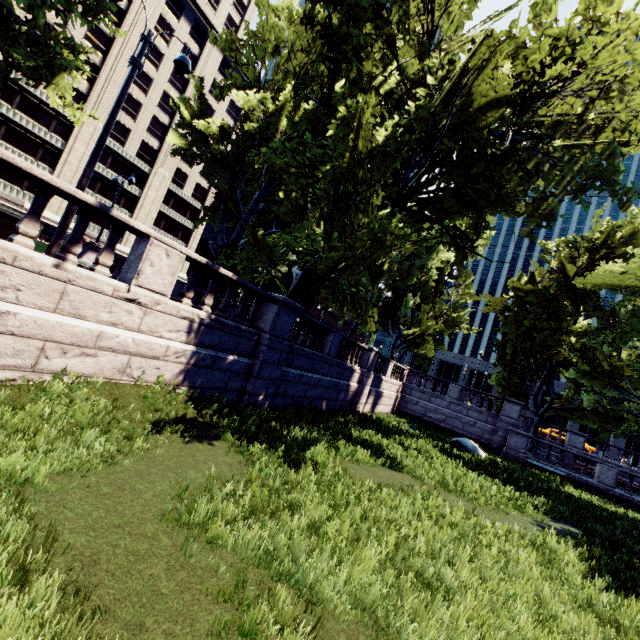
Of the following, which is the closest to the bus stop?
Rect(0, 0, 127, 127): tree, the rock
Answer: Rect(0, 0, 127, 127): tree

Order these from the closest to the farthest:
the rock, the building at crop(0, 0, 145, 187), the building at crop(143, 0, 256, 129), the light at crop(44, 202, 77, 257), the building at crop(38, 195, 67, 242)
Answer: the light at crop(44, 202, 77, 257) → the rock → the building at crop(0, 0, 145, 187) → the building at crop(38, 195, 67, 242) → the building at crop(143, 0, 256, 129)

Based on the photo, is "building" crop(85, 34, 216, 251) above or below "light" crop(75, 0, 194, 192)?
above

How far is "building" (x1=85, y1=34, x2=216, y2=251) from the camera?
44.31m

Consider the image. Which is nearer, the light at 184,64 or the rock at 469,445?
the light at 184,64

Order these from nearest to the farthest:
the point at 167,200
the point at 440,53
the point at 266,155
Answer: the point at 266,155 < the point at 440,53 < the point at 167,200

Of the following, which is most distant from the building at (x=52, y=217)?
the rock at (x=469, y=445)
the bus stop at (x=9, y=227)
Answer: the rock at (x=469, y=445)

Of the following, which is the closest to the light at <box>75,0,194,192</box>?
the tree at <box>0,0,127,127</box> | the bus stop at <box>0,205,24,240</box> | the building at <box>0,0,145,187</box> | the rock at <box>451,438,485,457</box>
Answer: the tree at <box>0,0,127,127</box>
